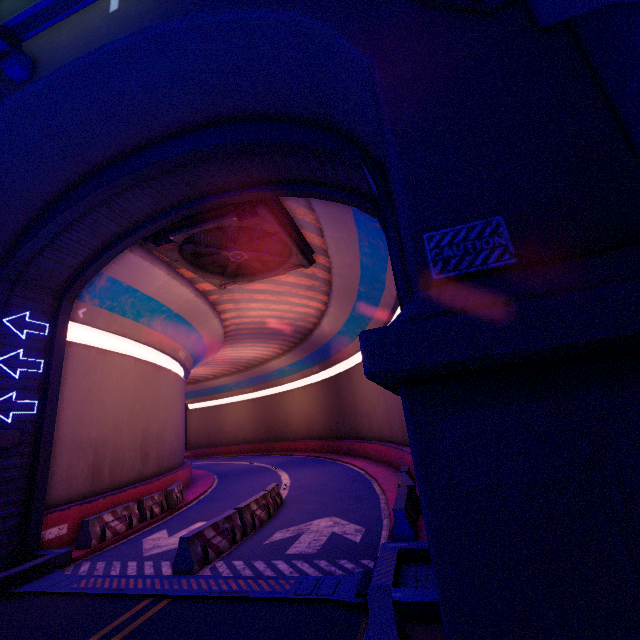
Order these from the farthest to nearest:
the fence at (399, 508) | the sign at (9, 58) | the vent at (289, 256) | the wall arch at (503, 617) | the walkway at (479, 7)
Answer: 1. the vent at (289, 256)
2. the fence at (399, 508)
3. the sign at (9, 58)
4. the walkway at (479, 7)
5. the wall arch at (503, 617)

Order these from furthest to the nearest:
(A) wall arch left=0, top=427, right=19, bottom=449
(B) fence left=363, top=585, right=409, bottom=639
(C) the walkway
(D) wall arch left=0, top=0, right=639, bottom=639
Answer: (A) wall arch left=0, top=427, right=19, bottom=449 < (C) the walkway < (B) fence left=363, top=585, right=409, bottom=639 < (D) wall arch left=0, top=0, right=639, bottom=639

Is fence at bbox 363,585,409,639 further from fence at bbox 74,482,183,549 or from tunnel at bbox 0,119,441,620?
fence at bbox 74,482,183,549

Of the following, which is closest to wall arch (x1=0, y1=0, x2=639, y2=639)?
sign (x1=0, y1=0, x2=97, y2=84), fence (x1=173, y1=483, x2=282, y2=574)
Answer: sign (x1=0, y1=0, x2=97, y2=84)

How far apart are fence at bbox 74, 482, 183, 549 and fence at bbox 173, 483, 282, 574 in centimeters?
459cm

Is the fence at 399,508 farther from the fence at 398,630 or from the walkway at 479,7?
the walkway at 479,7

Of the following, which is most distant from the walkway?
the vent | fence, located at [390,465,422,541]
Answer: fence, located at [390,465,422,541]

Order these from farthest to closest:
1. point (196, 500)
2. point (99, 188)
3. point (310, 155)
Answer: point (196, 500)
point (99, 188)
point (310, 155)
